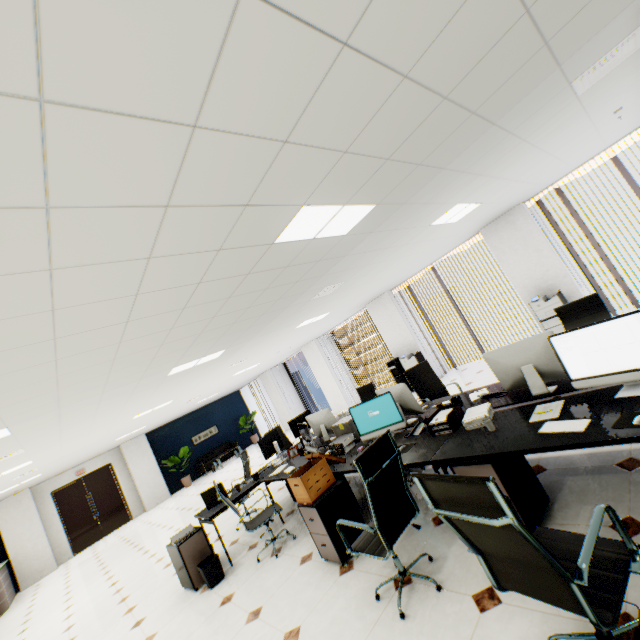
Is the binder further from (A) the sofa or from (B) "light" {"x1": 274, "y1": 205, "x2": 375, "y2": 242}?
(A) the sofa

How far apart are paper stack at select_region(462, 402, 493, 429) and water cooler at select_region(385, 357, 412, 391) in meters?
6.5 m

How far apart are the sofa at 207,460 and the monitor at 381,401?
13.4m

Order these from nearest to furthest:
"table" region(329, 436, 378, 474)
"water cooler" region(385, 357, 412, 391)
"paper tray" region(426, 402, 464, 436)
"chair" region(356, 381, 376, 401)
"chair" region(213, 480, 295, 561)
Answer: "paper tray" region(426, 402, 464, 436)
"table" region(329, 436, 378, 474)
"chair" region(213, 480, 295, 561)
"chair" region(356, 381, 376, 401)
"water cooler" region(385, 357, 412, 391)

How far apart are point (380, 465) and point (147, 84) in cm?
258

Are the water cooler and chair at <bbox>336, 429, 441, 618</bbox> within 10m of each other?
yes

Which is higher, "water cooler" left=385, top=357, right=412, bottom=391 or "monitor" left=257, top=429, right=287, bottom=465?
"monitor" left=257, top=429, right=287, bottom=465

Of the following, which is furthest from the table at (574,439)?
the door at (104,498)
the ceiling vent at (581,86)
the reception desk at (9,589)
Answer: the door at (104,498)
